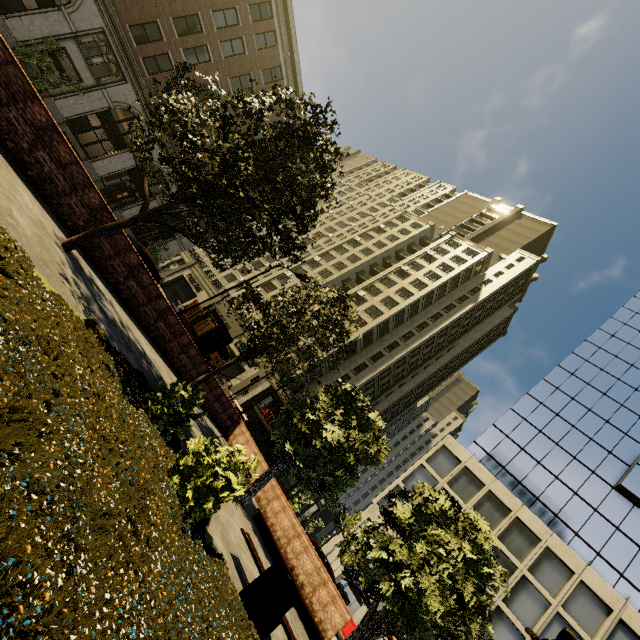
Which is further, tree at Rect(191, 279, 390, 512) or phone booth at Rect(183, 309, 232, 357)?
phone booth at Rect(183, 309, 232, 357)

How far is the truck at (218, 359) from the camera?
30.68m

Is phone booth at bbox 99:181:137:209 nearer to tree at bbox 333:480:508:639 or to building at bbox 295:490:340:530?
building at bbox 295:490:340:530

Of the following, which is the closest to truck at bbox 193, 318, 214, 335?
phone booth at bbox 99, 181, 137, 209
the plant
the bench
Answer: phone booth at bbox 99, 181, 137, 209

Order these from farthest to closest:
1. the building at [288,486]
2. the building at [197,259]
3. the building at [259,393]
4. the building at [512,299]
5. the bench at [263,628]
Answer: the building at [512,299] → the building at [288,486] → the building at [259,393] → the building at [197,259] → the bench at [263,628]

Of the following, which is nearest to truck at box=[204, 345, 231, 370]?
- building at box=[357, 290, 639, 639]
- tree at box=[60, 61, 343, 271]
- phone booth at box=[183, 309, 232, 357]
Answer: phone booth at box=[183, 309, 232, 357]

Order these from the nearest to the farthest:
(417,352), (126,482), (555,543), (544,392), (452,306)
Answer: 1. (126,482)
2. (555,543)
3. (544,392)
4. (417,352)
5. (452,306)

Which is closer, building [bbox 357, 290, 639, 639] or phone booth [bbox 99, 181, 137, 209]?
building [bbox 357, 290, 639, 639]
